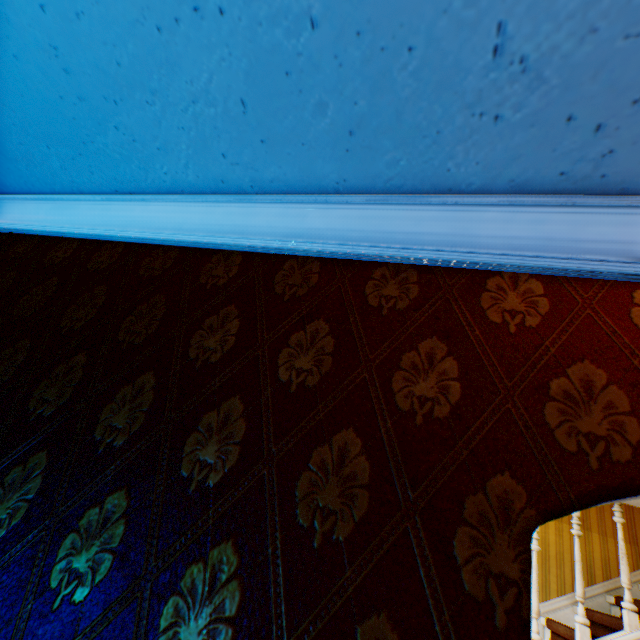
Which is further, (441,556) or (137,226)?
(137,226)
